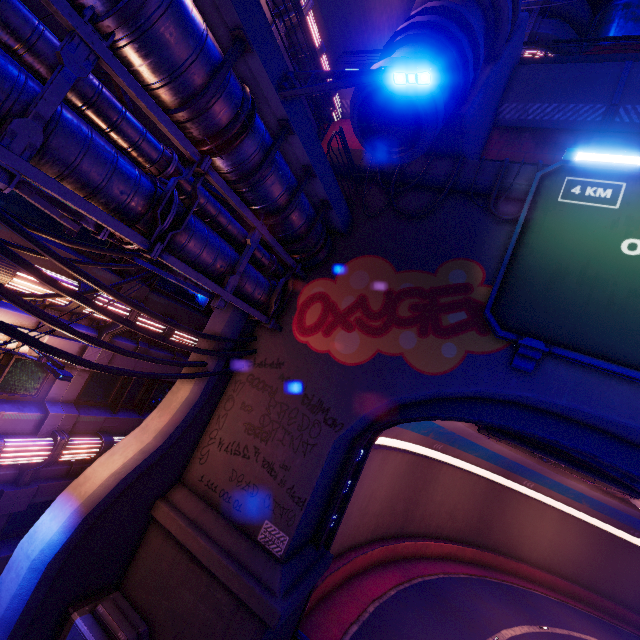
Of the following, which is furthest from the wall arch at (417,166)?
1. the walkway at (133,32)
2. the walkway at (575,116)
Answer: the walkway at (575,116)

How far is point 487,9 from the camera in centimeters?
997cm

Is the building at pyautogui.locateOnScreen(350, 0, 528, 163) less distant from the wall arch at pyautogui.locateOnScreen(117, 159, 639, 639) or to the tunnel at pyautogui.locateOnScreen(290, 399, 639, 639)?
the wall arch at pyautogui.locateOnScreen(117, 159, 639, 639)

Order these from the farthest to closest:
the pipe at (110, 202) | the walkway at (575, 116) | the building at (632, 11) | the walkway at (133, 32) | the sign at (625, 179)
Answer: the building at (632, 11) → the walkway at (575, 116) → the sign at (625, 179) → the walkway at (133, 32) → the pipe at (110, 202)

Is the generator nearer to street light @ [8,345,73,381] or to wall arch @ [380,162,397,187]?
wall arch @ [380,162,397,187]

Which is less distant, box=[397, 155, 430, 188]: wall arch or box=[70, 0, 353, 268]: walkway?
box=[70, 0, 353, 268]: walkway

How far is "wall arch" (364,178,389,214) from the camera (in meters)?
12.05
